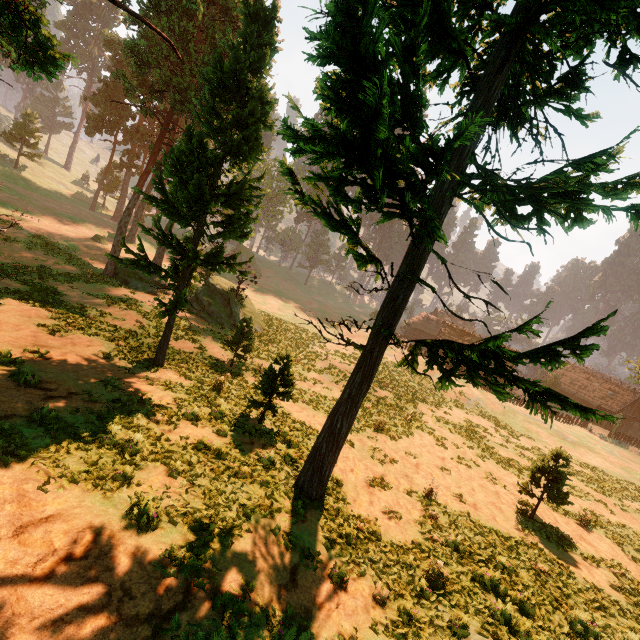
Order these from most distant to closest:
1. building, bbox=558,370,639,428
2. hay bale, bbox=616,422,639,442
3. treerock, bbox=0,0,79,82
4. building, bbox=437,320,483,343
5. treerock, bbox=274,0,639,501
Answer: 1. building, bbox=437,320,483,343
2. building, bbox=558,370,639,428
3. hay bale, bbox=616,422,639,442
4. treerock, bbox=0,0,79,82
5. treerock, bbox=274,0,639,501

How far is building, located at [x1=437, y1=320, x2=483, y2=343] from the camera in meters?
54.9

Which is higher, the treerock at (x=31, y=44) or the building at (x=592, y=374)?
the treerock at (x=31, y=44)

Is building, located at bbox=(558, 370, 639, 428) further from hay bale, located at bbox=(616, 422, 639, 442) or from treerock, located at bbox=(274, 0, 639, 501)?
hay bale, located at bbox=(616, 422, 639, 442)

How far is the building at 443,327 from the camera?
54.94m

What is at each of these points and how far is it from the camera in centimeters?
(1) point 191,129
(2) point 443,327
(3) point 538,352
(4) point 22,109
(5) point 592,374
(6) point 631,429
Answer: (1) treerock, 1242cm
(2) building, 5659cm
(3) treerock, 743cm
(4) treerock, 4534cm
(5) building, 5866cm
(6) hay bale, 4981cm

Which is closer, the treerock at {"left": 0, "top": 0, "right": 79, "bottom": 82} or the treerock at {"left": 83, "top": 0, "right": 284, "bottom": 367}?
the treerock at {"left": 0, "top": 0, "right": 79, "bottom": 82}

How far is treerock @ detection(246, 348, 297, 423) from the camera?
13.4 meters
